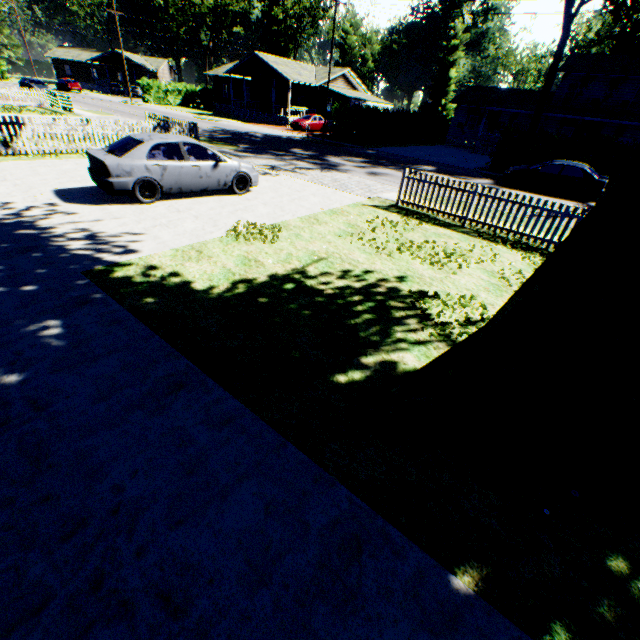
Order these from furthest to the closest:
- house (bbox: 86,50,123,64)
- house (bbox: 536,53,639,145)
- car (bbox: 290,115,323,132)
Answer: house (bbox: 86,50,123,64), car (bbox: 290,115,323,132), house (bbox: 536,53,639,145)

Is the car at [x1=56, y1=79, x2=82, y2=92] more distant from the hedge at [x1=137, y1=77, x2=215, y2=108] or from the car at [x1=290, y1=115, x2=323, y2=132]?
the car at [x1=290, y1=115, x2=323, y2=132]

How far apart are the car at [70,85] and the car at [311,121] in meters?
38.3 m

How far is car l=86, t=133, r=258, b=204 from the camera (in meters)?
8.40

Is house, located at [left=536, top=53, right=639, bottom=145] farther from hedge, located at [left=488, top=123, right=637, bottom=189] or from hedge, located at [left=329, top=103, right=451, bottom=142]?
hedge, located at [left=488, top=123, right=637, bottom=189]

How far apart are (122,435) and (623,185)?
4.7m

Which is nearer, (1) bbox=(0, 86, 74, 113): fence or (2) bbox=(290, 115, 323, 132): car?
(1) bbox=(0, 86, 74, 113): fence

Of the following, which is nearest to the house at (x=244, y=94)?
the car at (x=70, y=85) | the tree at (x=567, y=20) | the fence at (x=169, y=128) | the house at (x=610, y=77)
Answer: the house at (x=610, y=77)
